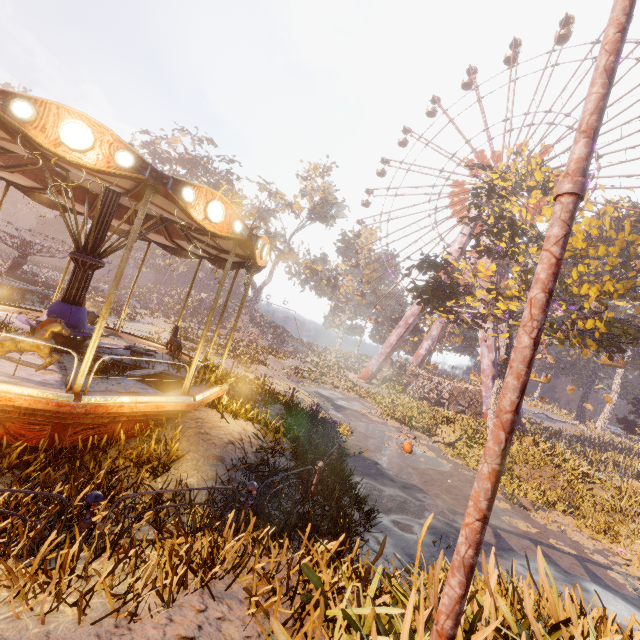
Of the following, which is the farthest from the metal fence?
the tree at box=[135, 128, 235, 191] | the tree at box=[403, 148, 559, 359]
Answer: the tree at box=[135, 128, 235, 191]

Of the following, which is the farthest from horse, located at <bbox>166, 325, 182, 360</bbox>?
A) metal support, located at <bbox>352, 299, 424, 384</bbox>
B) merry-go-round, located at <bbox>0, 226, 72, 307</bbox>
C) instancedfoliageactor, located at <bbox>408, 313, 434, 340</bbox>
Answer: instancedfoliageactor, located at <bbox>408, 313, 434, 340</bbox>

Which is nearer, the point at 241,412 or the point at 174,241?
the point at 241,412

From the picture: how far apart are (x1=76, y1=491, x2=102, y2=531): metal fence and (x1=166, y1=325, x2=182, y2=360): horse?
5.7m

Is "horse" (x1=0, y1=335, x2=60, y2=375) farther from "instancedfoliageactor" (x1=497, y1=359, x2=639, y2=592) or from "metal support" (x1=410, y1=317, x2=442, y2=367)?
"metal support" (x1=410, y1=317, x2=442, y2=367)

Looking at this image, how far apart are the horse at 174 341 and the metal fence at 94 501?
5.67m

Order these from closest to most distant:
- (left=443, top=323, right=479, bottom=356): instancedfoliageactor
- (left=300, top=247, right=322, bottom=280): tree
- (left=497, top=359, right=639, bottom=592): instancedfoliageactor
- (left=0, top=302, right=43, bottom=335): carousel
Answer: (left=0, top=302, right=43, bottom=335): carousel
(left=497, top=359, right=639, bottom=592): instancedfoliageactor
(left=443, top=323, right=479, bottom=356): instancedfoliageactor
(left=300, top=247, right=322, bottom=280): tree

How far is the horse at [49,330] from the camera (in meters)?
5.02
